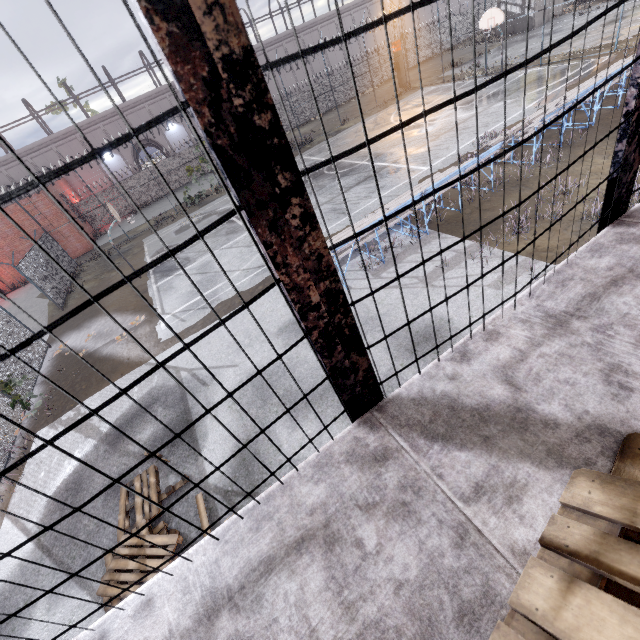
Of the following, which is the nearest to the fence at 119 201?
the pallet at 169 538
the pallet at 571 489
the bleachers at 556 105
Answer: the pallet at 169 538

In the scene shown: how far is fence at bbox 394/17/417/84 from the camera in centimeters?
2719cm

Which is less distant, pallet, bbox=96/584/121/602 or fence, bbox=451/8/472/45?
pallet, bbox=96/584/121/602

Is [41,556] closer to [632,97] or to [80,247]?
[632,97]

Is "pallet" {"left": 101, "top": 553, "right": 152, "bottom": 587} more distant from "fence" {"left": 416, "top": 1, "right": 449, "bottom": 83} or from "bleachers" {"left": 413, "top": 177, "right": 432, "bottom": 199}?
"bleachers" {"left": 413, "top": 177, "right": 432, "bottom": 199}

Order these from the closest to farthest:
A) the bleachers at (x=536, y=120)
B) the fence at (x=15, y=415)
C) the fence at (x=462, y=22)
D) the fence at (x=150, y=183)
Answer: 1. the fence at (x=15, y=415)
2. the bleachers at (x=536, y=120)
3. the fence at (x=150, y=183)
4. the fence at (x=462, y=22)

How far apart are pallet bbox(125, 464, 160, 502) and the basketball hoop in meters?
29.0 m

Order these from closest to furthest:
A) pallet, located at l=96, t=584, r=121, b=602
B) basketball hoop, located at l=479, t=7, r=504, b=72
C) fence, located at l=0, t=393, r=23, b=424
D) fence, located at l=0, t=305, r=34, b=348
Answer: pallet, located at l=96, t=584, r=121, b=602
fence, located at l=0, t=393, r=23, b=424
fence, located at l=0, t=305, r=34, b=348
basketball hoop, located at l=479, t=7, r=504, b=72
